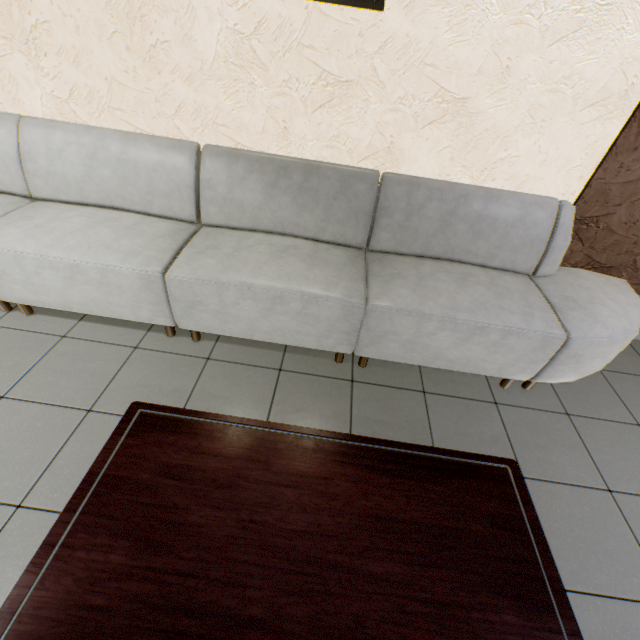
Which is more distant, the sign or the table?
the sign

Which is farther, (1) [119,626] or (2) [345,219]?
(2) [345,219]

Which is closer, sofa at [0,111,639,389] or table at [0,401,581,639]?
table at [0,401,581,639]

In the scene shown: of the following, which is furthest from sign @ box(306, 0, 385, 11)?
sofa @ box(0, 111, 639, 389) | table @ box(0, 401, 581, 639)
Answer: table @ box(0, 401, 581, 639)

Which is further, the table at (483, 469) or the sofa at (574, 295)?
the sofa at (574, 295)

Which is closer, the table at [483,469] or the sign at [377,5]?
the table at [483,469]

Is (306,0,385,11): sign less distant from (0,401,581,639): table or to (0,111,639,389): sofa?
(0,111,639,389): sofa
